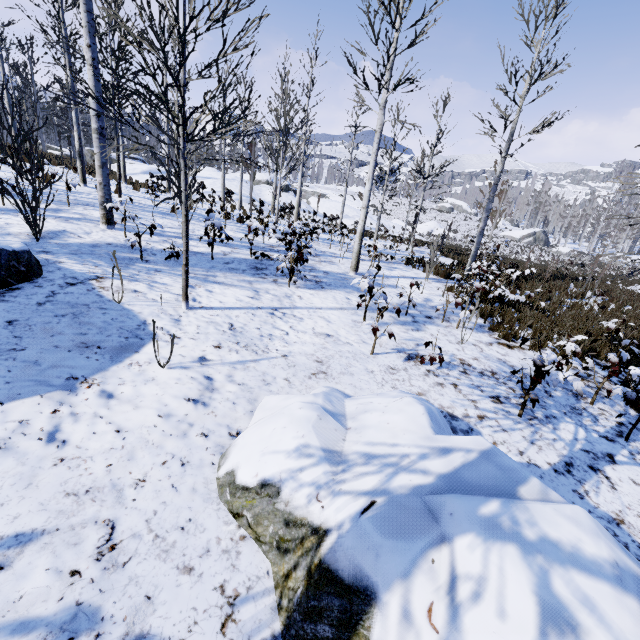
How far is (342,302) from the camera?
6.86m

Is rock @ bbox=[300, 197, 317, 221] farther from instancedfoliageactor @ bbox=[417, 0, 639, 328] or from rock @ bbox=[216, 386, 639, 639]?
rock @ bbox=[216, 386, 639, 639]

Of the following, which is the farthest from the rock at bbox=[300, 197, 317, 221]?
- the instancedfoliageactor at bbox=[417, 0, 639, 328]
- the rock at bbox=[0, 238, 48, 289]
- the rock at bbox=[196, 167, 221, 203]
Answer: the rock at bbox=[0, 238, 48, 289]

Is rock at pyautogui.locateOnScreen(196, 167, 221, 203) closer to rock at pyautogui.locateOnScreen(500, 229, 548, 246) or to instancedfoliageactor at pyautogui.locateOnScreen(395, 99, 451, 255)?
instancedfoliageactor at pyautogui.locateOnScreen(395, 99, 451, 255)

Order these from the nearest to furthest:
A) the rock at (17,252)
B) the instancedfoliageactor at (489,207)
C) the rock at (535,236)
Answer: the rock at (17,252) < the instancedfoliageactor at (489,207) < the rock at (535,236)

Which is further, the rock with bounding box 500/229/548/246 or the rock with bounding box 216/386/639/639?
the rock with bounding box 500/229/548/246

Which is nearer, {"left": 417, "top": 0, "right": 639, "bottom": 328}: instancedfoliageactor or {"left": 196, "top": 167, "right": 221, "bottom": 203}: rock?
{"left": 417, "top": 0, "right": 639, "bottom": 328}: instancedfoliageactor

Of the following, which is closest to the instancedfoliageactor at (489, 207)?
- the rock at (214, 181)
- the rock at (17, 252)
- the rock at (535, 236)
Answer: the rock at (17, 252)
